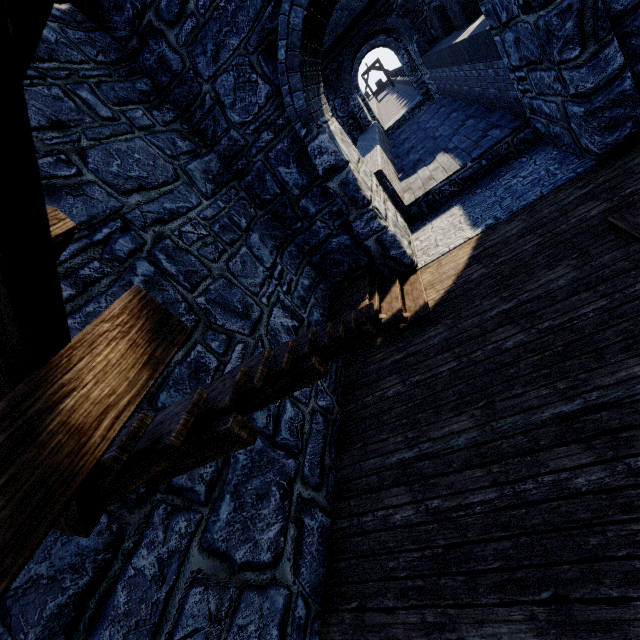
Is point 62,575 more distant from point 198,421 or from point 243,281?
point 243,281
